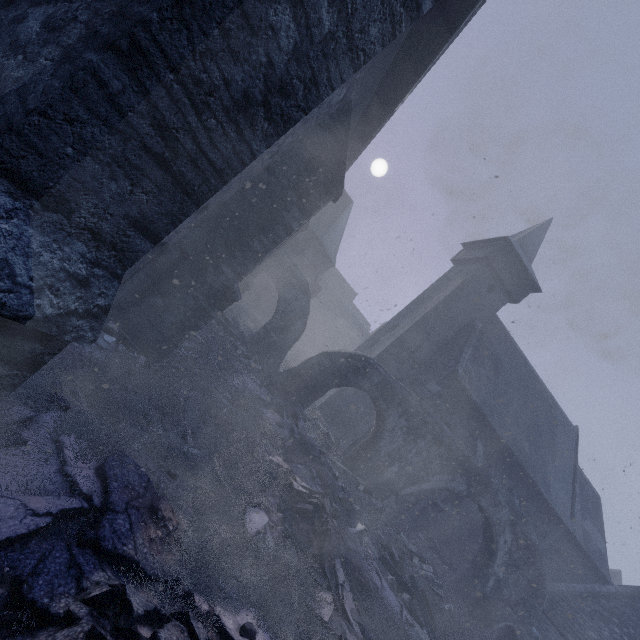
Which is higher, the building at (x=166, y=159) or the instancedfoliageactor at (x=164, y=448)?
the building at (x=166, y=159)

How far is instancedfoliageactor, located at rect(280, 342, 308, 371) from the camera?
19.6m

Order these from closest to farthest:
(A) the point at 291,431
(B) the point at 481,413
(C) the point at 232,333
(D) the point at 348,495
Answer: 1. (D) the point at 348,495
2. (A) the point at 291,431
3. (C) the point at 232,333
4. (B) the point at 481,413

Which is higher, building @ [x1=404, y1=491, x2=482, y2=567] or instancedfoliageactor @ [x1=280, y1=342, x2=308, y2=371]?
building @ [x1=404, y1=491, x2=482, y2=567]

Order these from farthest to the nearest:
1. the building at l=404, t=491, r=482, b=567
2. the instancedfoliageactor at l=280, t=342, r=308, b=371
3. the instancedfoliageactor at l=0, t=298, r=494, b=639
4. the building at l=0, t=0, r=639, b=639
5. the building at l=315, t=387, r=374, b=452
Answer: the instancedfoliageactor at l=280, t=342, r=308, b=371 < the building at l=315, t=387, r=374, b=452 < the building at l=404, t=491, r=482, b=567 < the instancedfoliageactor at l=0, t=298, r=494, b=639 < the building at l=0, t=0, r=639, b=639

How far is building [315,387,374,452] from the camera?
18.2 meters
